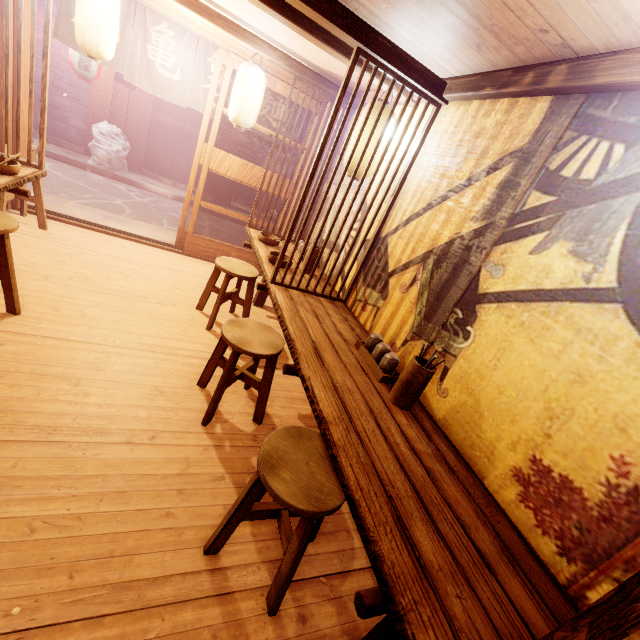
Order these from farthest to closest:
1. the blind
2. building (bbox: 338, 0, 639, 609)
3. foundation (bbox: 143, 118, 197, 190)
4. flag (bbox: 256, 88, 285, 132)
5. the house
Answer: the blind, foundation (bbox: 143, 118, 197, 190), the house, flag (bbox: 256, 88, 285, 132), building (bbox: 338, 0, 639, 609)

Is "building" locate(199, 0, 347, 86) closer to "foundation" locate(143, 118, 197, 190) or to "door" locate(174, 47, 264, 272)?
"door" locate(174, 47, 264, 272)

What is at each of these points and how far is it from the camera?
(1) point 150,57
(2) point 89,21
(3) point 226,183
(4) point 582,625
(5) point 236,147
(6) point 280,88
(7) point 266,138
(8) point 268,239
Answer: (1) flag, 7.67m
(2) lantern, 5.49m
(3) wood pole, 17.22m
(4) wood partition, 1.16m
(5) wood pole, 16.50m
(6) door, 8.02m
(7) flag, 9.27m
(8) tableware, 7.38m

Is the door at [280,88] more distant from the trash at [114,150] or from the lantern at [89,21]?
the trash at [114,150]

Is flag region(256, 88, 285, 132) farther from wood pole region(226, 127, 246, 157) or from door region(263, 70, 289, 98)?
wood pole region(226, 127, 246, 157)

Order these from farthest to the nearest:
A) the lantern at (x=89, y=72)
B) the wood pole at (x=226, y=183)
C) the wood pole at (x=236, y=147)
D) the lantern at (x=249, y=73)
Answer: the wood pole at (x=226, y=183) < the wood pole at (x=236, y=147) < the lantern at (x=89, y=72) < the lantern at (x=249, y=73)

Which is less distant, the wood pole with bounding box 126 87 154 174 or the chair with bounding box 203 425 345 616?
the chair with bounding box 203 425 345 616

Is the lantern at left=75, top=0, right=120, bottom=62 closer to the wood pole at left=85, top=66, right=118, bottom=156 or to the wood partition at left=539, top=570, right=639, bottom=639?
the wood partition at left=539, top=570, right=639, bottom=639
